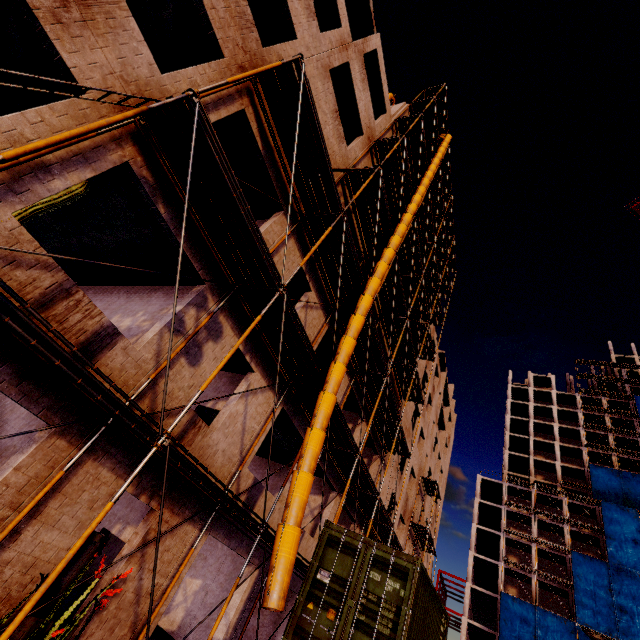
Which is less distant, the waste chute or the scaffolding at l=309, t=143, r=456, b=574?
the waste chute

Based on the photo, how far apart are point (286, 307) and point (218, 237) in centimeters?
225cm

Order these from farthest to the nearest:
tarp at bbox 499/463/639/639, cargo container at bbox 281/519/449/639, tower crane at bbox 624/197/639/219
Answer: tower crane at bbox 624/197/639/219 → tarp at bbox 499/463/639/639 → cargo container at bbox 281/519/449/639

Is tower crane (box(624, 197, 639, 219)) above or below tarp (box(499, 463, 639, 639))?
above

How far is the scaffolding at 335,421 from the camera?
13.2m

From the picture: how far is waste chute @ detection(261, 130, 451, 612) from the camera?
5.4 meters

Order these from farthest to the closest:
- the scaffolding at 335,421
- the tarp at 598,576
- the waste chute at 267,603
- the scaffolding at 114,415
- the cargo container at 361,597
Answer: the tarp at 598,576, the scaffolding at 335,421, the cargo container at 361,597, the waste chute at 267,603, the scaffolding at 114,415

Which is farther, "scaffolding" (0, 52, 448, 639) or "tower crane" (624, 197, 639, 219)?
"tower crane" (624, 197, 639, 219)
